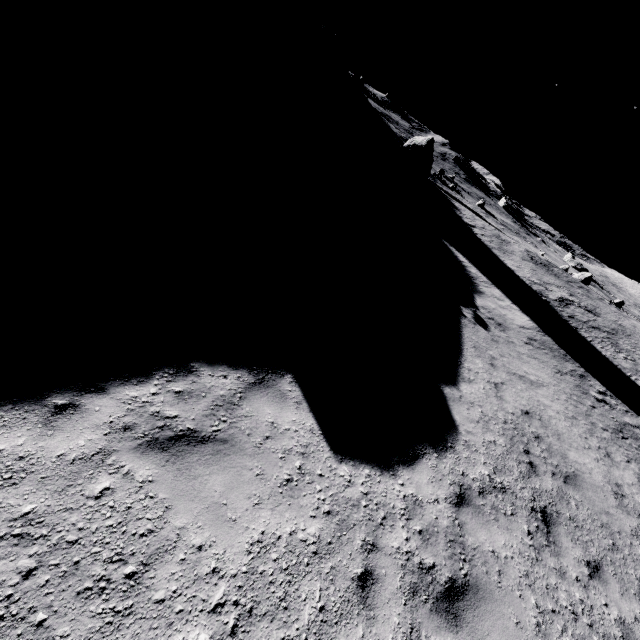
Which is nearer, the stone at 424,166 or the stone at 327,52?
the stone at 424,166

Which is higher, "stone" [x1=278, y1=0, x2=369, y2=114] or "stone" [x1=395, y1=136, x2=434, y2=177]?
"stone" [x1=278, y1=0, x2=369, y2=114]

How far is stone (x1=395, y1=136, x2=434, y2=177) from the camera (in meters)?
36.62

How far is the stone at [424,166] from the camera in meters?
36.6

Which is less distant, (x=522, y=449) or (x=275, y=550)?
(x=275, y=550)

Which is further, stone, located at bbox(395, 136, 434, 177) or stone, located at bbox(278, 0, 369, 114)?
stone, located at bbox(278, 0, 369, 114)
